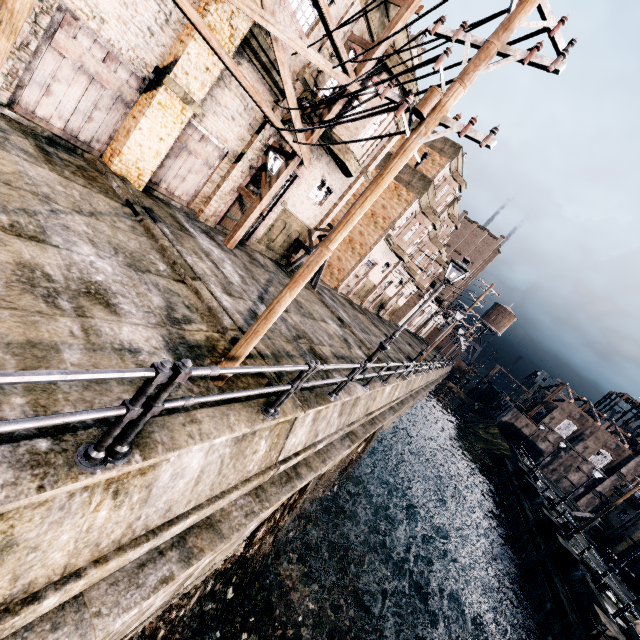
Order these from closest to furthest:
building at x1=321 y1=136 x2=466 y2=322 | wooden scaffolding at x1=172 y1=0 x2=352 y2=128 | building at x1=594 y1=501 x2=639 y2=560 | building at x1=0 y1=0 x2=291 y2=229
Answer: wooden scaffolding at x1=172 y1=0 x2=352 y2=128 < building at x1=0 y1=0 x2=291 y2=229 < building at x1=321 y1=136 x2=466 y2=322 < building at x1=594 y1=501 x2=639 y2=560

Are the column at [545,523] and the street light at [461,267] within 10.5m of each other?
no

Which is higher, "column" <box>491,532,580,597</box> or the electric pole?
the electric pole

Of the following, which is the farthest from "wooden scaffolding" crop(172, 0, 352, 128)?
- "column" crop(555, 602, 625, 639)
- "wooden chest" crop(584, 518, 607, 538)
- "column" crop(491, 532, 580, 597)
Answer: "wooden chest" crop(584, 518, 607, 538)

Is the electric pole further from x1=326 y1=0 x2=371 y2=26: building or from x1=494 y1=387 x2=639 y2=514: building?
x1=494 y1=387 x2=639 y2=514: building

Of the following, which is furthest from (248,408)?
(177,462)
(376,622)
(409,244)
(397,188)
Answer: (409,244)

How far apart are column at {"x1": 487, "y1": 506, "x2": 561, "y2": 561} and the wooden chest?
14.15m

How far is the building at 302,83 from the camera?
12.3 meters
